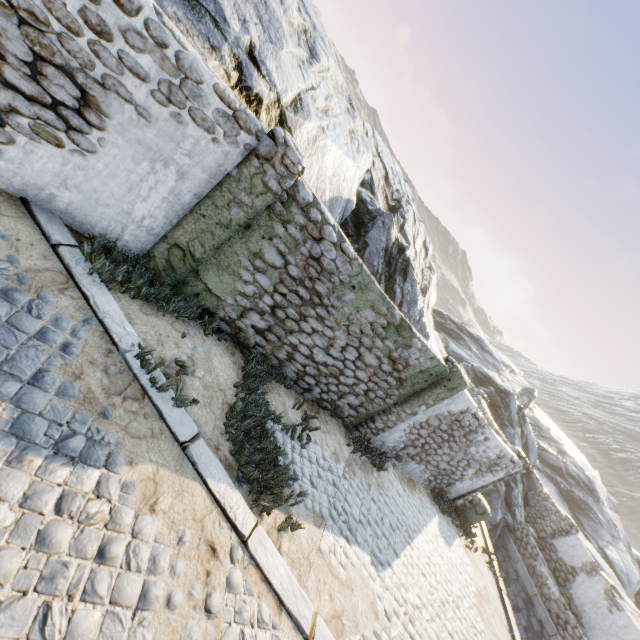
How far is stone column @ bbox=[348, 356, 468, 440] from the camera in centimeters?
770cm

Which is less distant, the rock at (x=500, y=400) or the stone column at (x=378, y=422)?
the rock at (x=500, y=400)

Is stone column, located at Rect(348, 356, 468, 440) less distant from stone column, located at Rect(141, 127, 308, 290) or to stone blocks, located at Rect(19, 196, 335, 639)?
stone blocks, located at Rect(19, 196, 335, 639)

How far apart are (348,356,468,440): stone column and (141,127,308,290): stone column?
5.45m

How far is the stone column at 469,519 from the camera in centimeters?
1096cm

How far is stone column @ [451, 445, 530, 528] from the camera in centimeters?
1096cm

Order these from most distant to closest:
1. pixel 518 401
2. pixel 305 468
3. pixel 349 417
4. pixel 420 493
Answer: pixel 518 401 < pixel 420 493 < pixel 349 417 < pixel 305 468

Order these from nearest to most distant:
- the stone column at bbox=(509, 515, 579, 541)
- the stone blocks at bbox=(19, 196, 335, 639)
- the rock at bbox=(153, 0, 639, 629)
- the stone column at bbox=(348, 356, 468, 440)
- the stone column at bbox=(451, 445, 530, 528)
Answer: the stone blocks at bbox=(19, 196, 335, 639) < the rock at bbox=(153, 0, 639, 629) < the stone column at bbox=(348, 356, 468, 440) < the stone column at bbox=(451, 445, 530, 528) < the stone column at bbox=(509, 515, 579, 541)
